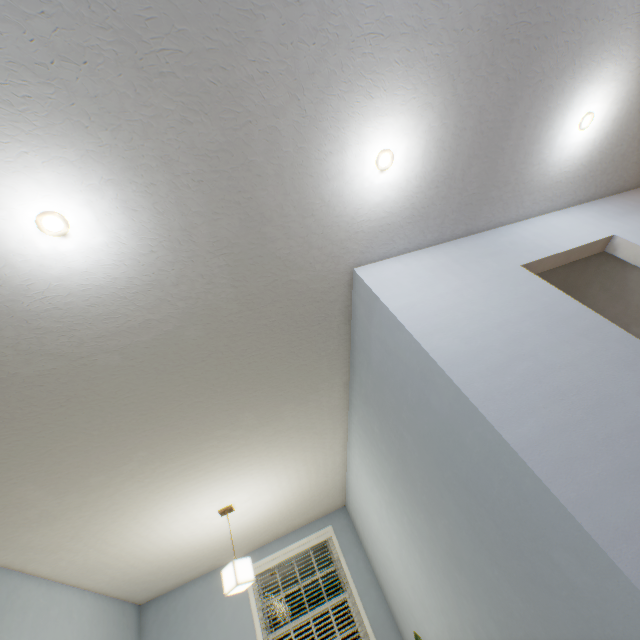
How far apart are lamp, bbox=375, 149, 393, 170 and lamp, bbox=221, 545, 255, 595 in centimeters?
346cm

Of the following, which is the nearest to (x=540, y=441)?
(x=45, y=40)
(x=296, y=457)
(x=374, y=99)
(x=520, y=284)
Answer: (x=520, y=284)

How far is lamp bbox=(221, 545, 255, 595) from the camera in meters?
2.8

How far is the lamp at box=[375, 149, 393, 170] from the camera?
1.5m

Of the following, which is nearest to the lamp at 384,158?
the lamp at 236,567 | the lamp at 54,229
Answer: the lamp at 54,229

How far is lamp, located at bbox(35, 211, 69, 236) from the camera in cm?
117

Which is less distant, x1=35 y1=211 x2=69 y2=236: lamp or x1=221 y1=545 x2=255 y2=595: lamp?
x1=35 y1=211 x2=69 y2=236: lamp

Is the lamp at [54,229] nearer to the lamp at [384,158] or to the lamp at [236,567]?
the lamp at [384,158]
